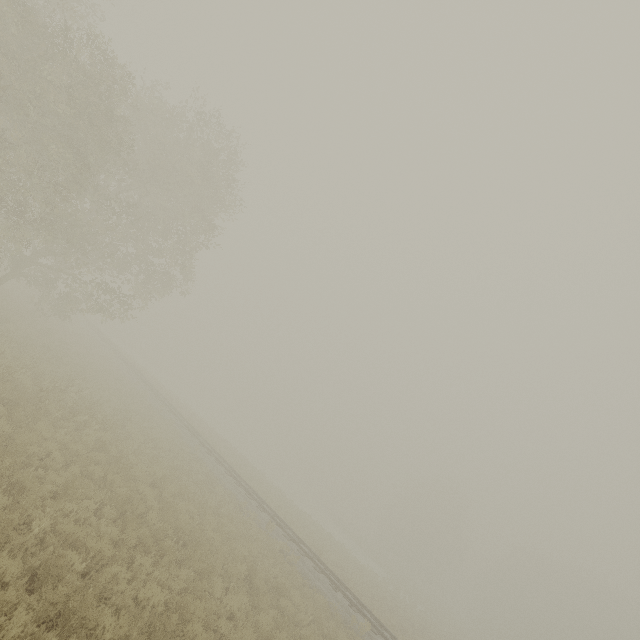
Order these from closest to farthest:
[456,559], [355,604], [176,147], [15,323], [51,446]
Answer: [51,446] < [355,604] < [15,323] < [176,147] < [456,559]
